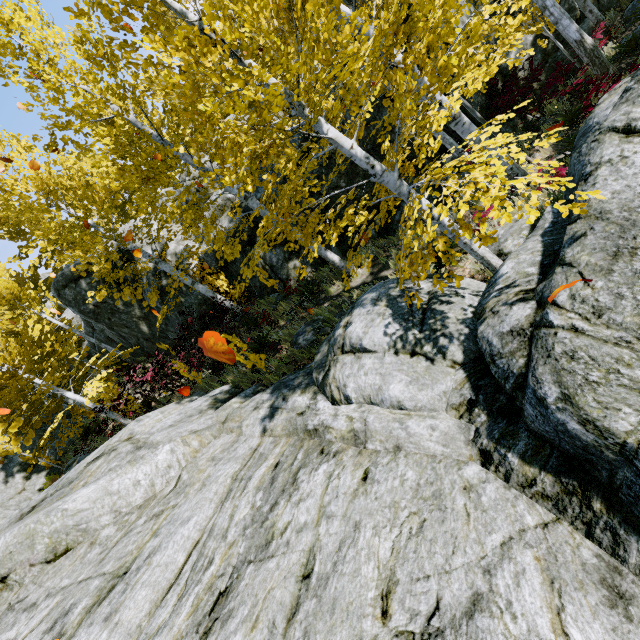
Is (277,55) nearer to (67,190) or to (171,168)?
(171,168)

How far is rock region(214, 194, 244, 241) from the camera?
11.86m

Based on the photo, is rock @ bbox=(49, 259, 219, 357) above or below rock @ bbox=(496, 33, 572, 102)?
above

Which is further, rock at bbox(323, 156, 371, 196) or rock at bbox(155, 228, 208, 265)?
rock at bbox(155, 228, 208, 265)

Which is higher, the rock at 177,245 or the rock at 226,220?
the rock at 177,245

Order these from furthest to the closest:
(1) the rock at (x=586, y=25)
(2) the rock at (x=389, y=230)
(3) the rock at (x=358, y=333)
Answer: (2) the rock at (x=389, y=230) → (1) the rock at (x=586, y=25) → (3) the rock at (x=358, y=333)
